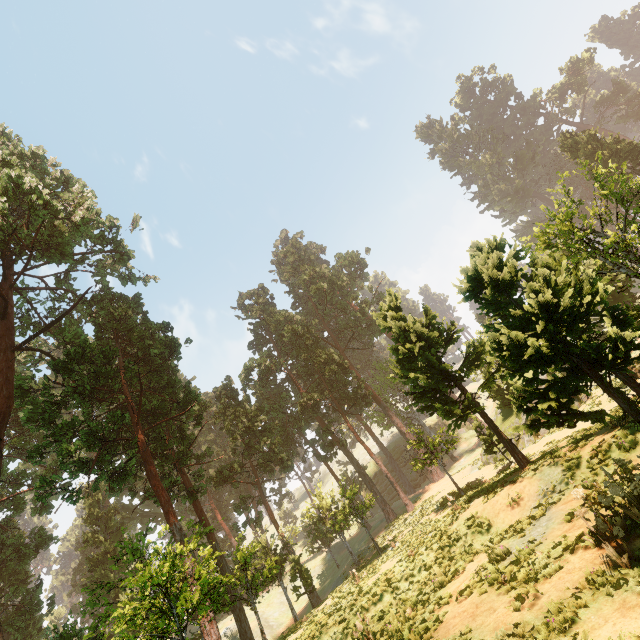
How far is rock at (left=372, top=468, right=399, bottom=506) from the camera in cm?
5091

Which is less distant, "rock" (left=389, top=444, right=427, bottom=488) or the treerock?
the treerock

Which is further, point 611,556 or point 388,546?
point 388,546

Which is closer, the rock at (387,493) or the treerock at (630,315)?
the treerock at (630,315)
